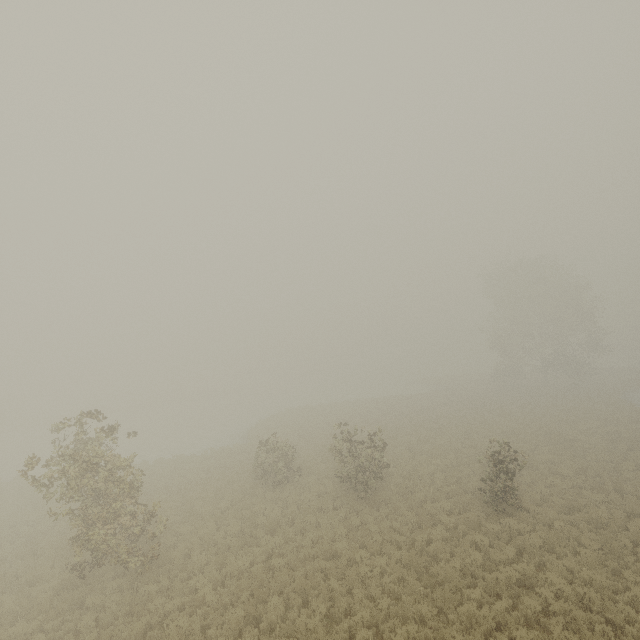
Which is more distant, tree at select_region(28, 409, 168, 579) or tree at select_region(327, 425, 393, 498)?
tree at select_region(327, 425, 393, 498)

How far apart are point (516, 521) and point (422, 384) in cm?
4725

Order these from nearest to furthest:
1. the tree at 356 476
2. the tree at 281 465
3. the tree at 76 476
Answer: the tree at 76 476 → the tree at 356 476 → the tree at 281 465

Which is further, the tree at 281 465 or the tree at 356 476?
the tree at 281 465

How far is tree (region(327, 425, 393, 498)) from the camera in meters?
16.9 m
